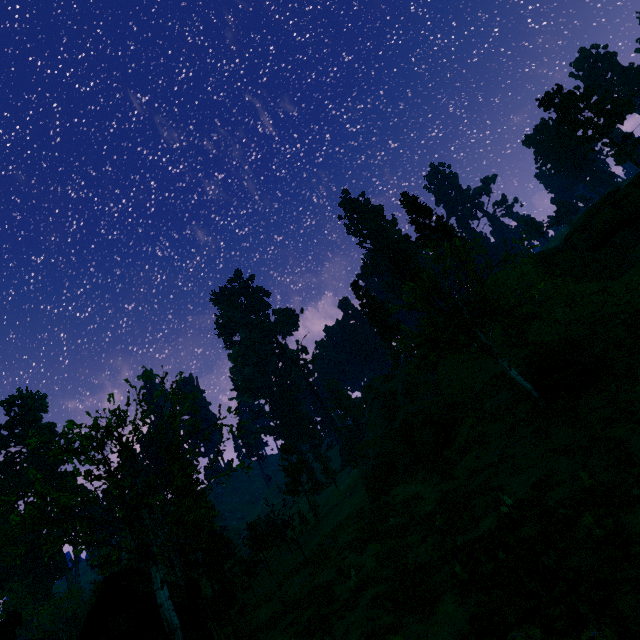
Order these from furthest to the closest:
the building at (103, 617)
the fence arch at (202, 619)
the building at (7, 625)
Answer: the building at (103, 617)
the building at (7, 625)
the fence arch at (202, 619)

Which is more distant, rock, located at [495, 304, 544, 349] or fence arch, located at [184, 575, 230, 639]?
rock, located at [495, 304, 544, 349]

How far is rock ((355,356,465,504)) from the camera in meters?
27.8

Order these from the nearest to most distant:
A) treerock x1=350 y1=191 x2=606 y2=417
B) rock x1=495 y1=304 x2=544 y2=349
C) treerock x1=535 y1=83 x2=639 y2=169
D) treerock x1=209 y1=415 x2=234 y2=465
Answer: treerock x1=350 y1=191 x2=606 y2=417, treerock x1=209 y1=415 x2=234 y2=465, rock x1=495 y1=304 x2=544 y2=349, treerock x1=535 y1=83 x2=639 y2=169

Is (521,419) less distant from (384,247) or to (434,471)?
(434,471)

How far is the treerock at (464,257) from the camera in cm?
1594

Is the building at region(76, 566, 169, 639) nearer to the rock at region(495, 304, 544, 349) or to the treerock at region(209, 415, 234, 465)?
the treerock at region(209, 415, 234, 465)

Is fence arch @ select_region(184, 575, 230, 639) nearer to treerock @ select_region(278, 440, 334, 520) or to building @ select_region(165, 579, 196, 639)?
treerock @ select_region(278, 440, 334, 520)
